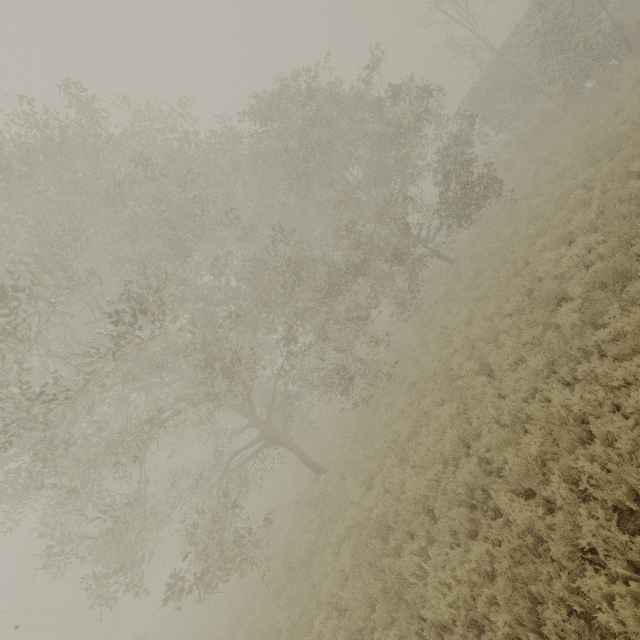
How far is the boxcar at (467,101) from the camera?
22.42m

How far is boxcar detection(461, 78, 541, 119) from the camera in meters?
22.4

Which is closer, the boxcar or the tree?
the tree

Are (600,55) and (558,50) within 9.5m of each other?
yes

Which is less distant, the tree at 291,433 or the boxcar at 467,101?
the tree at 291,433
